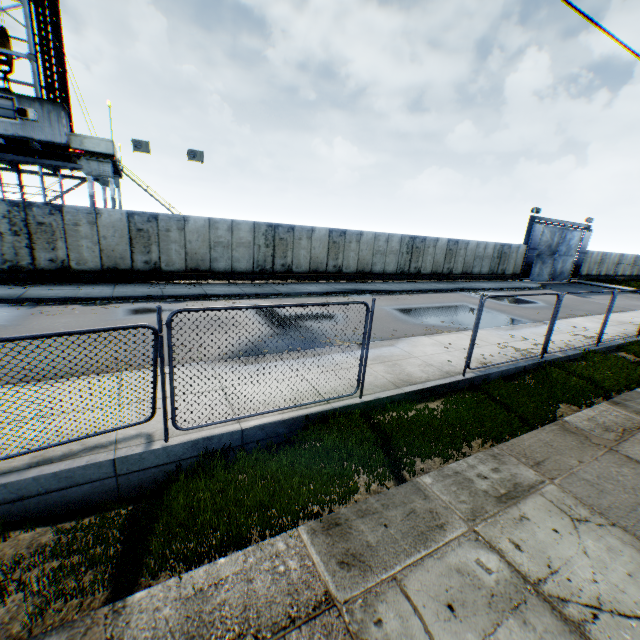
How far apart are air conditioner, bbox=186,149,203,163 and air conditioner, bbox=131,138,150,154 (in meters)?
1.83

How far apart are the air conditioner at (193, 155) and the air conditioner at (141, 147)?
1.8 meters

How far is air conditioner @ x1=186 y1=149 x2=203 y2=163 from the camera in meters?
18.2

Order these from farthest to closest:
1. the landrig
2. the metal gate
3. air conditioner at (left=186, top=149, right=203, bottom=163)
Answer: the metal gate, air conditioner at (left=186, top=149, right=203, bottom=163), the landrig

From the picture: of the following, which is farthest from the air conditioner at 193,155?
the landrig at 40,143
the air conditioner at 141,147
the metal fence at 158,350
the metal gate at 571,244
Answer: the metal gate at 571,244

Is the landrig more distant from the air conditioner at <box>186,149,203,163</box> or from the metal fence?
the metal fence

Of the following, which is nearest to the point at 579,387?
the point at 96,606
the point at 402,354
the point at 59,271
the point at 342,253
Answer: the point at 402,354

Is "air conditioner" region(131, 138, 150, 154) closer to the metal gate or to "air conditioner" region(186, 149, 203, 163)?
"air conditioner" region(186, 149, 203, 163)
